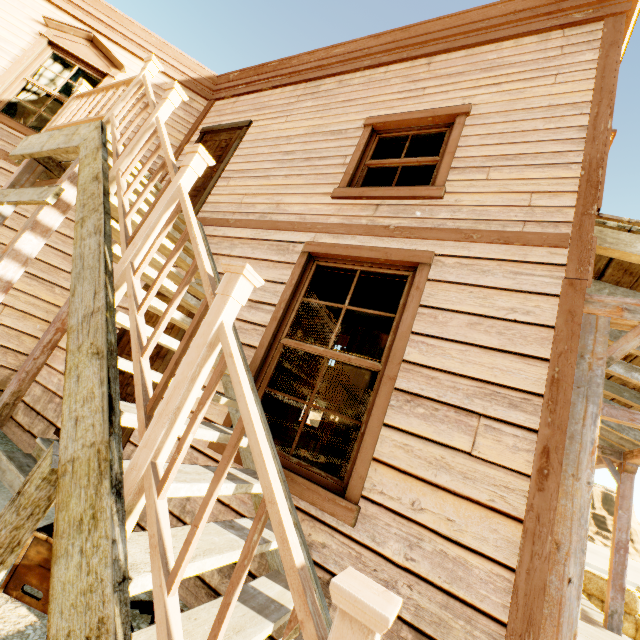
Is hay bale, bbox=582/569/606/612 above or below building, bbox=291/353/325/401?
below

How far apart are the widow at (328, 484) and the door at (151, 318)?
1.06m

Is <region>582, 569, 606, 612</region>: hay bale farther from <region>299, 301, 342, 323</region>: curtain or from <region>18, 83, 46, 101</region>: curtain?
<region>18, 83, 46, 101</region>: curtain

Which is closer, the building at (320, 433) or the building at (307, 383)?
the building at (320, 433)

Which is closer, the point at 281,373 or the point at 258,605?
A: the point at 258,605

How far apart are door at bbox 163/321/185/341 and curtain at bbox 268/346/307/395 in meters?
1.2

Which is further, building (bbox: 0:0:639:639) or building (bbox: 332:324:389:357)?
building (bbox: 332:324:389:357)

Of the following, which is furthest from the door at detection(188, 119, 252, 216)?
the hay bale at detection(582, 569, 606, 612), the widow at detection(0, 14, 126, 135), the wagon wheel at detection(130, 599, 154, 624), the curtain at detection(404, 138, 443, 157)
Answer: the hay bale at detection(582, 569, 606, 612)
